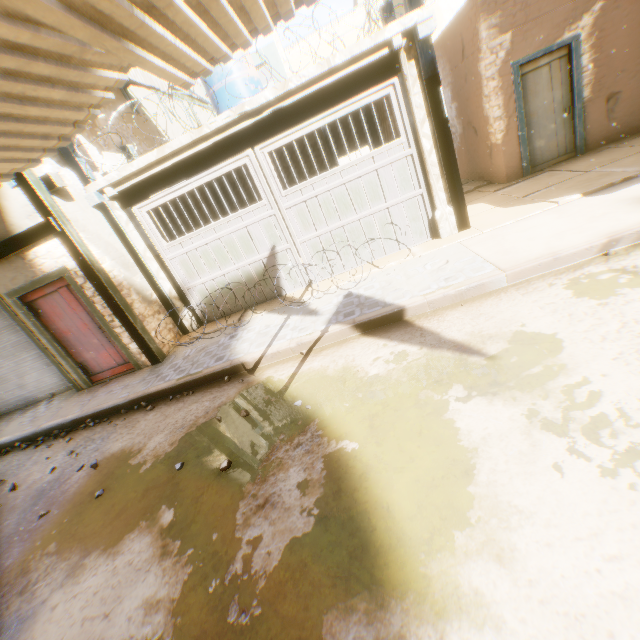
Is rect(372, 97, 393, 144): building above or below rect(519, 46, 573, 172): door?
above

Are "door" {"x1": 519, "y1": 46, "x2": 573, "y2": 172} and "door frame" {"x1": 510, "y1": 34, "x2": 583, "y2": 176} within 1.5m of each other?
yes

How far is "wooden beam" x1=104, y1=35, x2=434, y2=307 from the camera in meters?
5.6 m

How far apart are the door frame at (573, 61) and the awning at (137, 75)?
8.1 meters

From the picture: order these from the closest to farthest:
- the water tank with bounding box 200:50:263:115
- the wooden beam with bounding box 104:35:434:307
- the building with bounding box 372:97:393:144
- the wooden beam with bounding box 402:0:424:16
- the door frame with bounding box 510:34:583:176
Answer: the wooden beam with bounding box 402:0:424:16
the wooden beam with bounding box 104:35:434:307
the door frame with bounding box 510:34:583:176
the building with bounding box 372:97:393:144
the water tank with bounding box 200:50:263:115

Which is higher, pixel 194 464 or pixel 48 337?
pixel 48 337

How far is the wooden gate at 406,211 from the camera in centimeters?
601cm

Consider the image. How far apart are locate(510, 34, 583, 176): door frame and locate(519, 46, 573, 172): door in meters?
0.0 m
